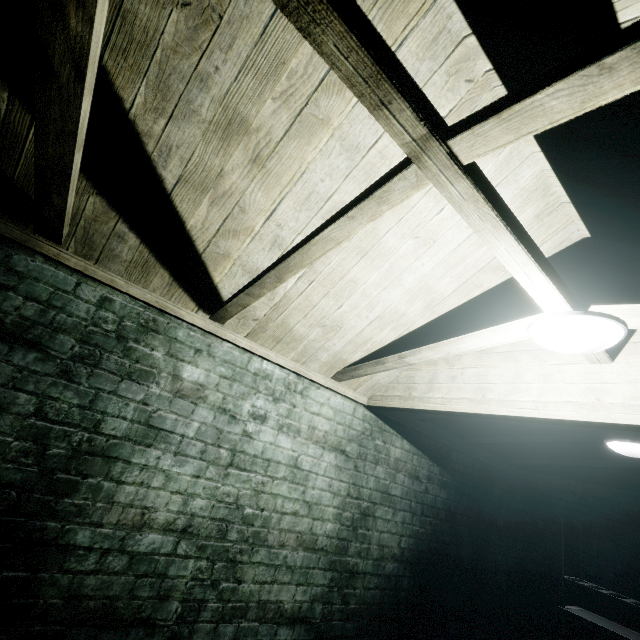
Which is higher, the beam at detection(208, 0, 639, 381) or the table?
the beam at detection(208, 0, 639, 381)

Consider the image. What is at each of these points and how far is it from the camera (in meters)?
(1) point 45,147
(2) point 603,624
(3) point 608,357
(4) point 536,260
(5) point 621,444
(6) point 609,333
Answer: (1) beam, 1.13
(2) table, 3.02
(3) beam, 1.57
(4) beam, 1.15
(5) light, 2.61
(6) light, 1.27

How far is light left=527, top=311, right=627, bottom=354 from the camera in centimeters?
127cm

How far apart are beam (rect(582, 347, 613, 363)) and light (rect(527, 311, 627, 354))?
0.0m

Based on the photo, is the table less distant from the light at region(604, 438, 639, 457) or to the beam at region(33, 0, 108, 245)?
the light at region(604, 438, 639, 457)

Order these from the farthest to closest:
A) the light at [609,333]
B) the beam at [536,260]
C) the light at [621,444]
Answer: the light at [621,444] < the light at [609,333] < the beam at [536,260]

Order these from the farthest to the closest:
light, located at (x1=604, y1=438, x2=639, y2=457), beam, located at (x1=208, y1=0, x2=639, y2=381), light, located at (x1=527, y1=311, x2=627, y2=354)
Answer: light, located at (x1=604, y1=438, x2=639, y2=457), light, located at (x1=527, y1=311, x2=627, y2=354), beam, located at (x1=208, y1=0, x2=639, y2=381)

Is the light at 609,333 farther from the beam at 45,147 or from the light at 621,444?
the light at 621,444
